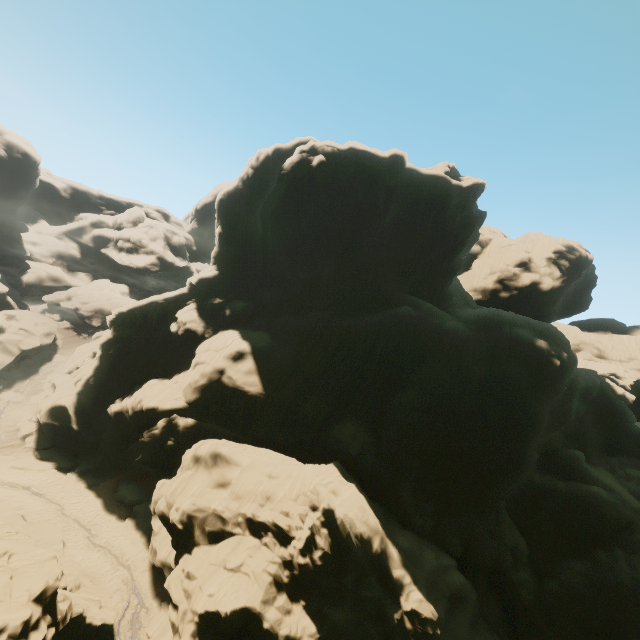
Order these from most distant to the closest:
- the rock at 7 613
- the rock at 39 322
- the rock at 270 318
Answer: the rock at 39 322 → the rock at 270 318 → the rock at 7 613

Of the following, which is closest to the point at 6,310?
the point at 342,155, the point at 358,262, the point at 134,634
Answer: the point at 134,634

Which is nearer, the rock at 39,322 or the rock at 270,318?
the rock at 270,318

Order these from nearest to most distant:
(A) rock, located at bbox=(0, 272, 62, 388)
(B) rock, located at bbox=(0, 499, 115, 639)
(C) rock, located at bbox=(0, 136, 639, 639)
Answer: (B) rock, located at bbox=(0, 499, 115, 639) < (C) rock, located at bbox=(0, 136, 639, 639) < (A) rock, located at bbox=(0, 272, 62, 388)

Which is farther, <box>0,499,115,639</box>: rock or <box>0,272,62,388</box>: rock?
<box>0,272,62,388</box>: rock
